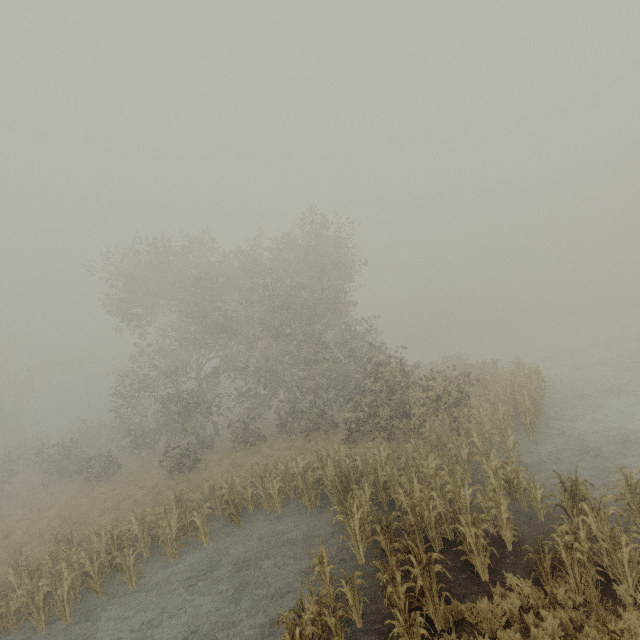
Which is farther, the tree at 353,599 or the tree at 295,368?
the tree at 295,368

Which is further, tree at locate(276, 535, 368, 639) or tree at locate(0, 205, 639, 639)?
tree at locate(0, 205, 639, 639)

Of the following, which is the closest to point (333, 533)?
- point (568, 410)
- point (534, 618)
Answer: point (534, 618)
